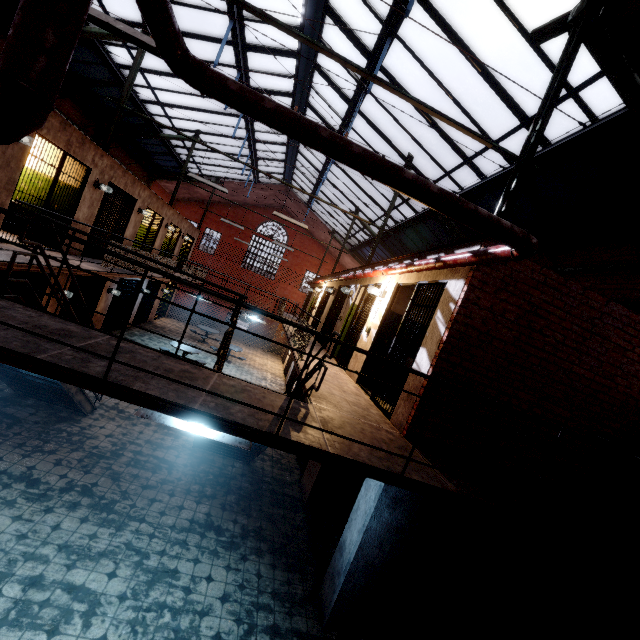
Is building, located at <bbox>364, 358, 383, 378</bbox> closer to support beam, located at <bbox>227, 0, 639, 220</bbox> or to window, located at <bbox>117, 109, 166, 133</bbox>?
support beam, located at <bbox>227, 0, 639, 220</bbox>

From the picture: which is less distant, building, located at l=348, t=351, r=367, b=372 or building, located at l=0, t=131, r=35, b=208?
building, located at l=0, t=131, r=35, b=208

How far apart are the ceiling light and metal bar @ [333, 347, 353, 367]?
5.73m

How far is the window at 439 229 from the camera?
11.9m

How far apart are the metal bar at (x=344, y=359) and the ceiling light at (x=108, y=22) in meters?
5.7 m

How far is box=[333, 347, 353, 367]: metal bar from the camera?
8.2 meters

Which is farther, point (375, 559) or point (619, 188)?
point (619, 188)

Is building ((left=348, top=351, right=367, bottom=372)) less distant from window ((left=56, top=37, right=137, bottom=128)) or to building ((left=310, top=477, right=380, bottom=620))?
building ((left=310, top=477, right=380, bottom=620))
